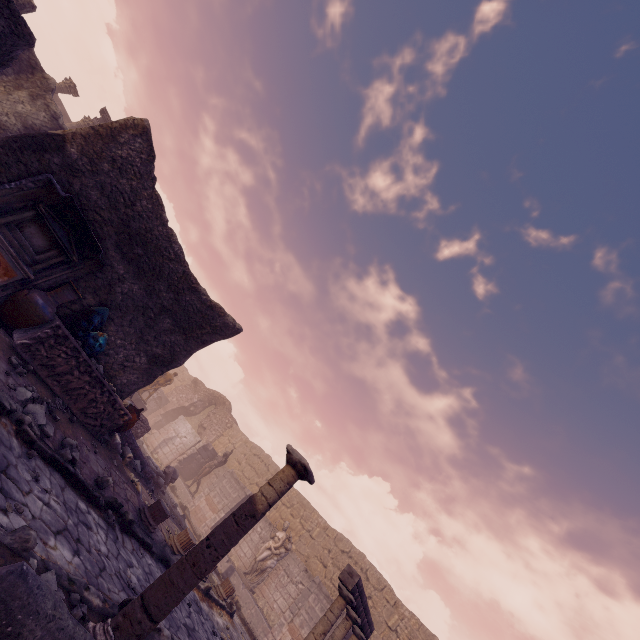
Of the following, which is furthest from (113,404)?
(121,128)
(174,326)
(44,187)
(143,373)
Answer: (121,128)

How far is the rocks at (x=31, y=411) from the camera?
4.8 meters

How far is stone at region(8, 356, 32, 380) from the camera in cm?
529

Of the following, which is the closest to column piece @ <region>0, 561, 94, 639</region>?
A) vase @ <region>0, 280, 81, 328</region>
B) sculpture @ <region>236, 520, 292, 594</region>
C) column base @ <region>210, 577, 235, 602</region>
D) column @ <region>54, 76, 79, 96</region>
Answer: vase @ <region>0, 280, 81, 328</region>

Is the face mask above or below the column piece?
above

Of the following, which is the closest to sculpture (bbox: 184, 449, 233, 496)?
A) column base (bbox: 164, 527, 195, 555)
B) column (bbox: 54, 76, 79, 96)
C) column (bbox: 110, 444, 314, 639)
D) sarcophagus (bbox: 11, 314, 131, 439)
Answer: column base (bbox: 164, 527, 195, 555)

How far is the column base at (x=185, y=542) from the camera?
7.9m

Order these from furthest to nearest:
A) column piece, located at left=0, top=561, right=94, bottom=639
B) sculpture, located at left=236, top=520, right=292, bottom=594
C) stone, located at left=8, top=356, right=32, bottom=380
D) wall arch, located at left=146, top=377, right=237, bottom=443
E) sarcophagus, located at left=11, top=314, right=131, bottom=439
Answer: wall arch, located at left=146, top=377, right=237, bottom=443, sculpture, located at left=236, top=520, right=292, bottom=594, sarcophagus, located at left=11, top=314, right=131, bottom=439, stone, located at left=8, top=356, right=32, bottom=380, column piece, located at left=0, top=561, right=94, bottom=639
